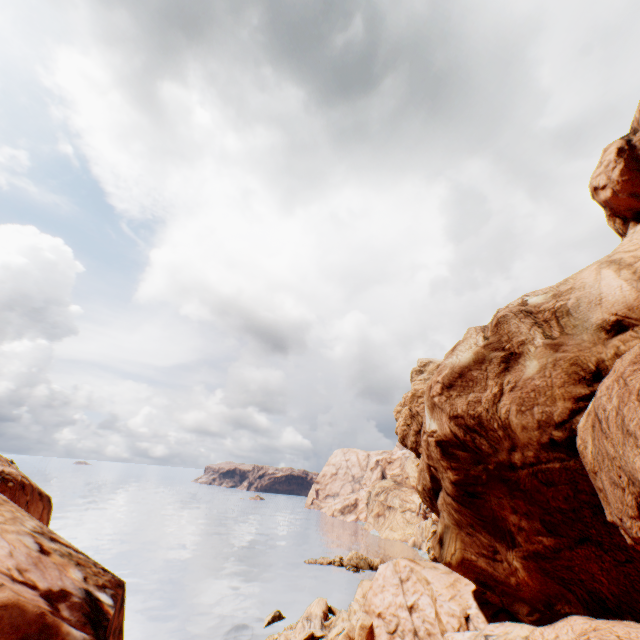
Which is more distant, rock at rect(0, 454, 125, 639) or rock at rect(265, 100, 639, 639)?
rock at rect(265, 100, 639, 639)

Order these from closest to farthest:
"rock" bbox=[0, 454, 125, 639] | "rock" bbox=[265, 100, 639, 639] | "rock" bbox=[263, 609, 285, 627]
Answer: "rock" bbox=[0, 454, 125, 639] < "rock" bbox=[265, 100, 639, 639] < "rock" bbox=[263, 609, 285, 627]

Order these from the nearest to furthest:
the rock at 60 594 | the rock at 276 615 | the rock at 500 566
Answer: the rock at 60 594, the rock at 500 566, the rock at 276 615

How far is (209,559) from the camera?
59.9 meters

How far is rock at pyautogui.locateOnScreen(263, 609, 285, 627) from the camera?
37.81m

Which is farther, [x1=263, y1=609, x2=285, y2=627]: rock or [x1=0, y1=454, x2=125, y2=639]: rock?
[x1=263, y1=609, x2=285, y2=627]: rock

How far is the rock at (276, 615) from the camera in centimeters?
3781cm
